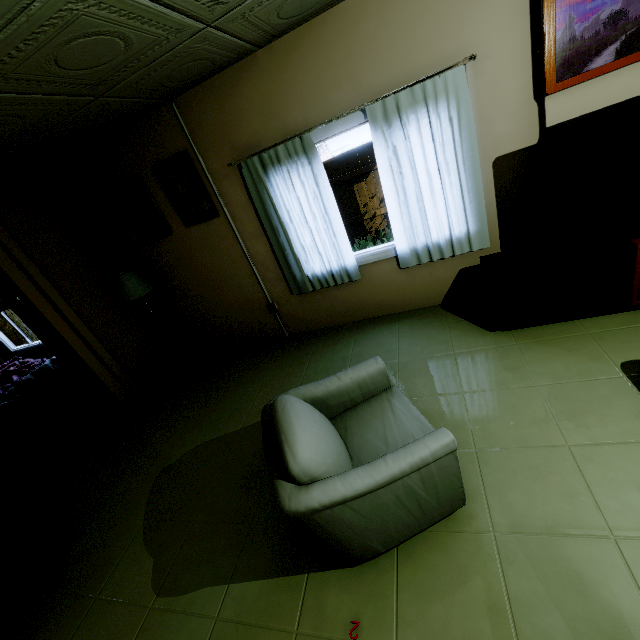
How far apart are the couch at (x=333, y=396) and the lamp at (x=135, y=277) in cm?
270

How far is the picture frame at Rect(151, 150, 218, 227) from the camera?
3.4m

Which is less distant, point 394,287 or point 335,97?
point 335,97

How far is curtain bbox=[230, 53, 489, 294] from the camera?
2.7 meters

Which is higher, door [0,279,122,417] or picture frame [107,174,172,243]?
picture frame [107,174,172,243]

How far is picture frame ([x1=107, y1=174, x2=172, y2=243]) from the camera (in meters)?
3.62

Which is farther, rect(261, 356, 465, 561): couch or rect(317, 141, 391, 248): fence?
rect(317, 141, 391, 248): fence

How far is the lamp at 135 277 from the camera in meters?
3.8 m
